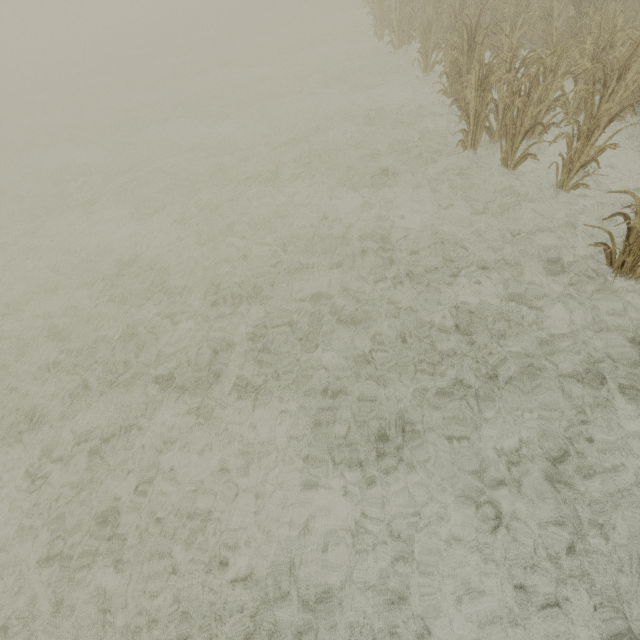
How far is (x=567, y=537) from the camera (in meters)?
2.87

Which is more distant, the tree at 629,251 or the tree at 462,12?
the tree at 462,12

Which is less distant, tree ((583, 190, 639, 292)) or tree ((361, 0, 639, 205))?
tree ((583, 190, 639, 292))
